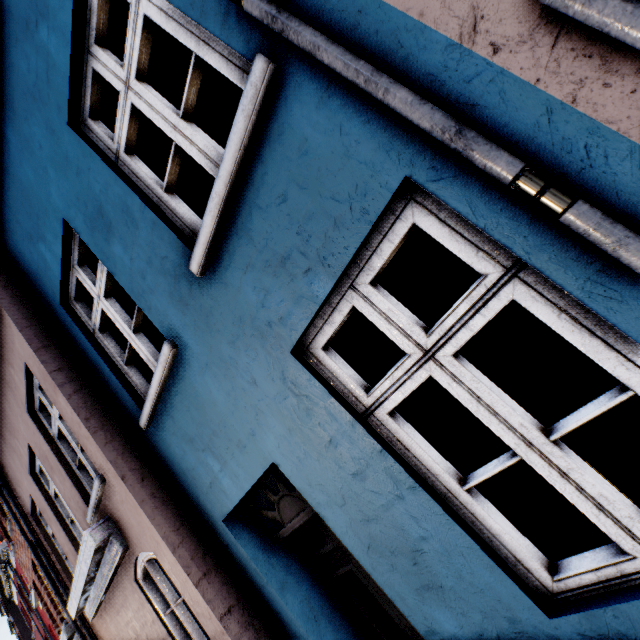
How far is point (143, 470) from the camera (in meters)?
3.26
